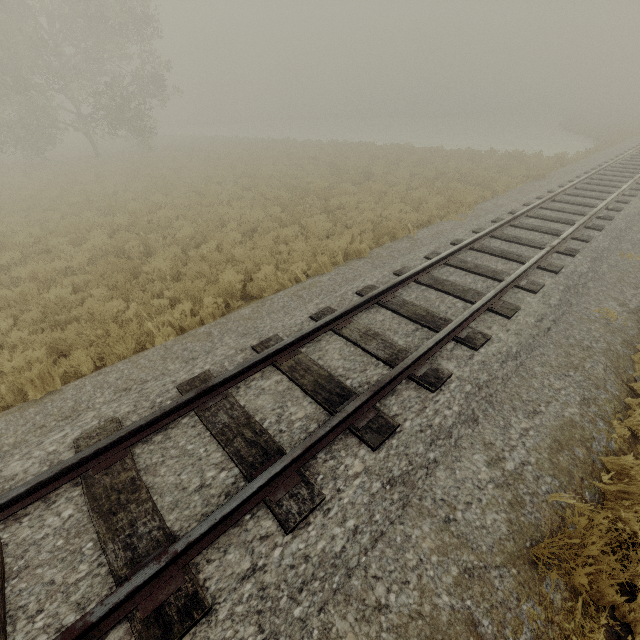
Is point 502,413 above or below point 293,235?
above
